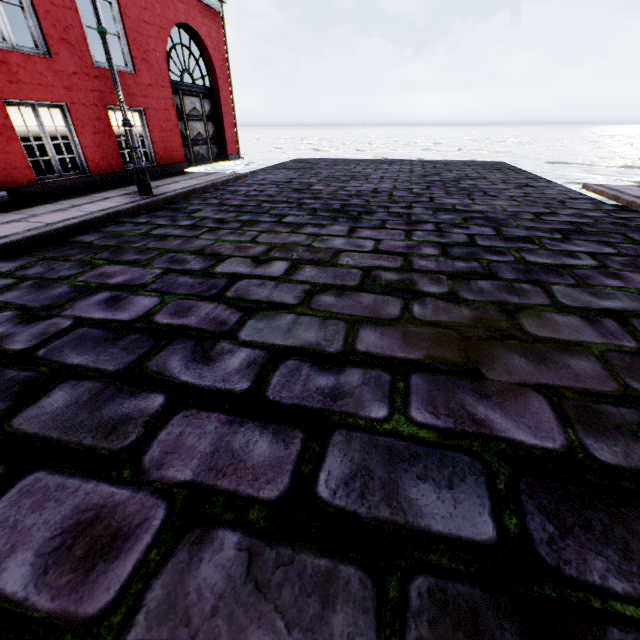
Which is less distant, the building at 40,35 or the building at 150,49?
the building at 40,35

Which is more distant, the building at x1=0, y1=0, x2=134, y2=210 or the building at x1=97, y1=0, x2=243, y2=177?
the building at x1=97, y1=0, x2=243, y2=177

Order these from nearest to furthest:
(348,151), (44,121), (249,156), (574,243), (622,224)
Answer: (574,243) → (622,224) → (44,121) → (249,156) → (348,151)

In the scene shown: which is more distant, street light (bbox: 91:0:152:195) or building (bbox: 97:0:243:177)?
building (bbox: 97:0:243:177)

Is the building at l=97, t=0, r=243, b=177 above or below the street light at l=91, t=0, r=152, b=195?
above

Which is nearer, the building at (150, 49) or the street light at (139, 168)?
the street light at (139, 168)
